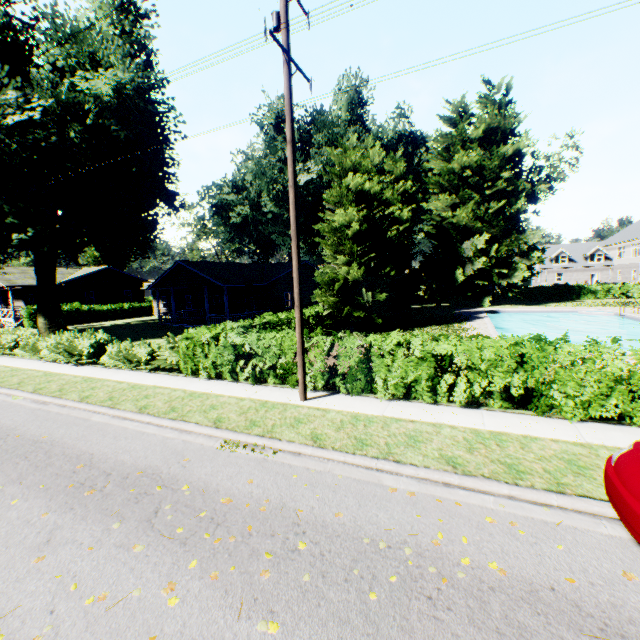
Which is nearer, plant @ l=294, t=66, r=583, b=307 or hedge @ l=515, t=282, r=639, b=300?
plant @ l=294, t=66, r=583, b=307

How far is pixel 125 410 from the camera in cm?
885

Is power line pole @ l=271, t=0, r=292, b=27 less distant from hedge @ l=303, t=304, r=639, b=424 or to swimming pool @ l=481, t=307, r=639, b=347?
hedge @ l=303, t=304, r=639, b=424

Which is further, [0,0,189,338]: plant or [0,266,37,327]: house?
[0,266,37,327]: house

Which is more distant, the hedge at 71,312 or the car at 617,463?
the hedge at 71,312

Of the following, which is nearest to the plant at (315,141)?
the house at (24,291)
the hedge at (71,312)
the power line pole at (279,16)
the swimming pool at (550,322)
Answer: the house at (24,291)

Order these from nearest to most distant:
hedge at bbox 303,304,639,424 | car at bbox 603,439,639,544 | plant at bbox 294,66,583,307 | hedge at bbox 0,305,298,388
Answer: car at bbox 603,439,639,544, hedge at bbox 303,304,639,424, hedge at bbox 0,305,298,388, plant at bbox 294,66,583,307

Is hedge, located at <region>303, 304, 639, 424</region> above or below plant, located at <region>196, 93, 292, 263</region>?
below
